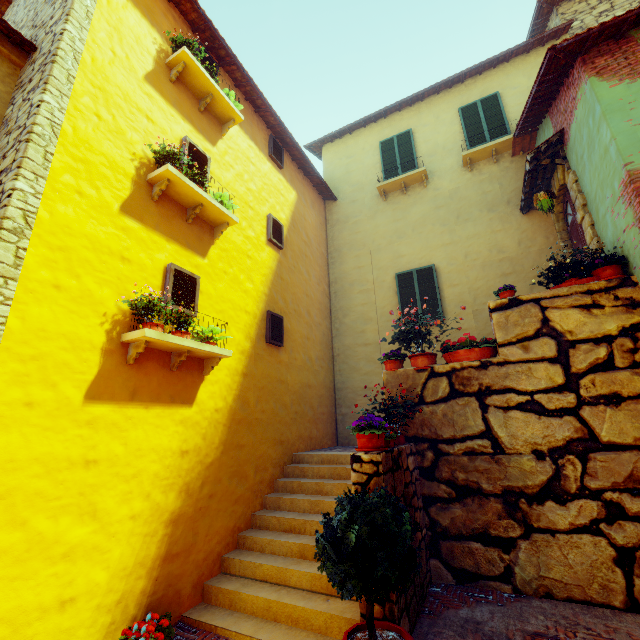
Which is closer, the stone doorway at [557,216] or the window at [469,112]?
the stone doorway at [557,216]

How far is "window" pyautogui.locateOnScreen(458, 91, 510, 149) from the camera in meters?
9.1

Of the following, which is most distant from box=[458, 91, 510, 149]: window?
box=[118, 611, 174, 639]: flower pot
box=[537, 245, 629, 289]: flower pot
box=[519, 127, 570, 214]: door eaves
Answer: box=[118, 611, 174, 639]: flower pot

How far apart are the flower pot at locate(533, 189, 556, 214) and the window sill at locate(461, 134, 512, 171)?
3.2m

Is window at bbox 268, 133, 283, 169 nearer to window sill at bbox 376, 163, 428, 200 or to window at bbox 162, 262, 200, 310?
window at bbox 162, 262, 200, 310

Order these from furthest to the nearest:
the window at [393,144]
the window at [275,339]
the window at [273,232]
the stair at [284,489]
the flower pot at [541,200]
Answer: the window at [393,144]
the window at [273,232]
the window at [275,339]
the flower pot at [541,200]
the stair at [284,489]

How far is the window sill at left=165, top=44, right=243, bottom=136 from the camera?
5.57m

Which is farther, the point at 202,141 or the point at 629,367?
the point at 202,141
